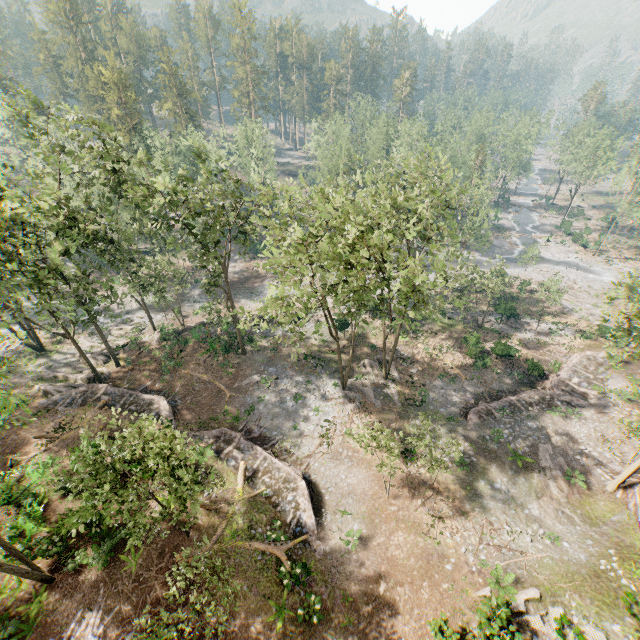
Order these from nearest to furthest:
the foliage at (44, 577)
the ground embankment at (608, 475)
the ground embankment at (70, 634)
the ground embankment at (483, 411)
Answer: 1. the foliage at (44, 577)
2. the ground embankment at (70, 634)
3. the ground embankment at (608, 475)
4. the ground embankment at (483, 411)

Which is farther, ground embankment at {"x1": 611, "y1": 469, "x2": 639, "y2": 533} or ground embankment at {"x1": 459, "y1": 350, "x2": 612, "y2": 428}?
ground embankment at {"x1": 459, "y1": 350, "x2": 612, "y2": 428}

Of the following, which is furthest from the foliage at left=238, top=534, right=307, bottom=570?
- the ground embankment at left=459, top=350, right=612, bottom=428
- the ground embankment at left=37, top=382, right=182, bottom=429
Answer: the ground embankment at left=459, top=350, right=612, bottom=428

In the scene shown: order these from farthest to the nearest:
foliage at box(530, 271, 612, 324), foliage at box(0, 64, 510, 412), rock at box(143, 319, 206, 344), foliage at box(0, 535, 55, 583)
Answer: foliage at box(530, 271, 612, 324) < rock at box(143, 319, 206, 344) < foliage at box(0, 64, 510, 412) < foliage at box(0, 535, 55, 583)

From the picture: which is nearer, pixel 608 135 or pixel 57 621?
pixel 57 621

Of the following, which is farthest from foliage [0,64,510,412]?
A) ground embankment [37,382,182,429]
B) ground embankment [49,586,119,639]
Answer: Answer: ground embankment [49,586,119,639]

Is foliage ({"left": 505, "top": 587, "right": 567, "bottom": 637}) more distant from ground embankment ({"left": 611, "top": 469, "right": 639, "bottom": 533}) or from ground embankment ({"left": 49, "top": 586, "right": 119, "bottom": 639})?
ground embankment ({"left": 49, "top": 586, "right": 119, "bottom": 639})

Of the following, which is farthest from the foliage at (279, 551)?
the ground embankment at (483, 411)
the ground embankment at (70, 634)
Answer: the ground embankment at (70, 634)
